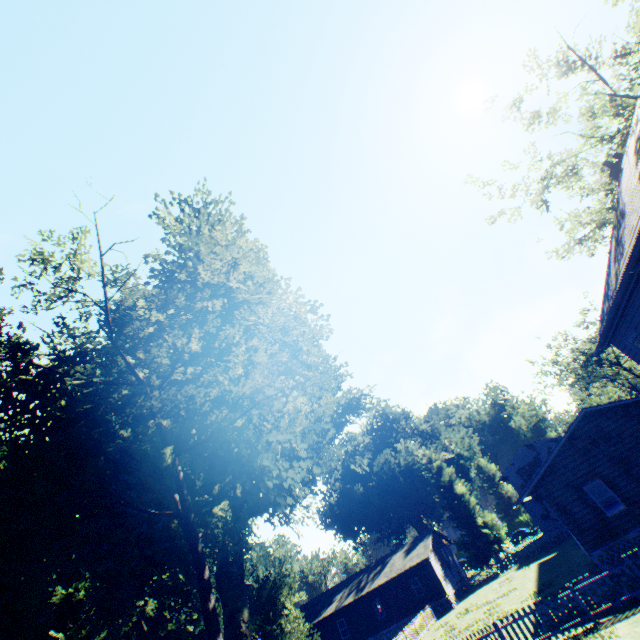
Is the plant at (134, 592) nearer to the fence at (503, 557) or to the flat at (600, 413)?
the fence at (503, 557)

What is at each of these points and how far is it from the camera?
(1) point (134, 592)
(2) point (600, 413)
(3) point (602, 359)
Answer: (1) plant, 12.3 meters
(2) flat, 19.1 meters
(3) tree, 50.8 meters

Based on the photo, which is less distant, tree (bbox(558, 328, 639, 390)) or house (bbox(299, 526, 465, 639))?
house (bbox(299, 526, 465, 639))

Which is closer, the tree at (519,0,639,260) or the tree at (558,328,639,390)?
the tree at (519,0,639,260)

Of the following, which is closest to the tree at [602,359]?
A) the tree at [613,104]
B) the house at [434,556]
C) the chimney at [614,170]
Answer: the house at [434,556]

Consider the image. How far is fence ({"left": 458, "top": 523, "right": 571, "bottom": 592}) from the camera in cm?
3381

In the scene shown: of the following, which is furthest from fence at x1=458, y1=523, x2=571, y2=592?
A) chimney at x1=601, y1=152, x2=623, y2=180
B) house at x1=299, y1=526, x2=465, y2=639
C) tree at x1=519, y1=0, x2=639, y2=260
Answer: chimney at x1=601, y1=152, x2=623, y2=180

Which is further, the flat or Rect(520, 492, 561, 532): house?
Rect(520, 492, 561, 532): house
